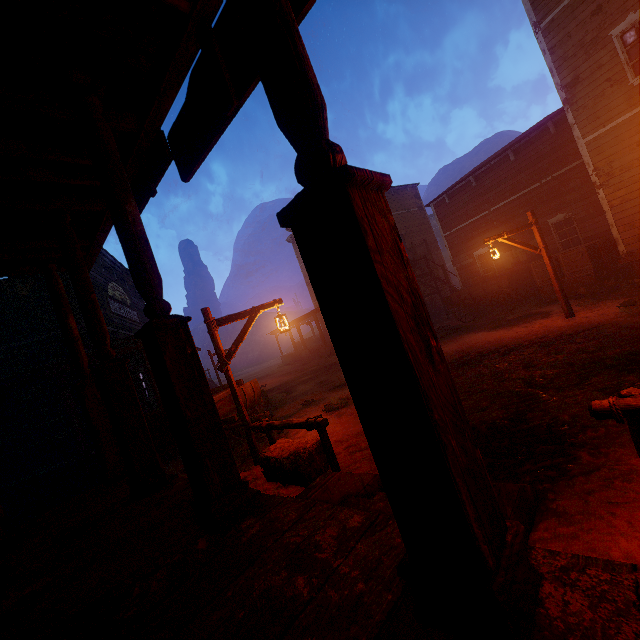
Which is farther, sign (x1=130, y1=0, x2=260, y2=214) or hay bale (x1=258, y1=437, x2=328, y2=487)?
hay bale (x1=258, y1=437, x2=328, y2=487)

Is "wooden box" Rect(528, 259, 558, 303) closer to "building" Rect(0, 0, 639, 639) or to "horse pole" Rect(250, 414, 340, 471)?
"building" Rect(0, 0, 639, 639)

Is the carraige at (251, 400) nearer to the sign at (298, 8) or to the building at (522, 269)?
the building at (522, 269)

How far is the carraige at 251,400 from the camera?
7.3 meters

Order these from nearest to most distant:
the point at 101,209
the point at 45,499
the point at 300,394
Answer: the point at 101,209 < the point at 45,499 < the point at 300,394

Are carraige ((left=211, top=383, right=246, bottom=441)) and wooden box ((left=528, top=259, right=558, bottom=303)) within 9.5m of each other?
no

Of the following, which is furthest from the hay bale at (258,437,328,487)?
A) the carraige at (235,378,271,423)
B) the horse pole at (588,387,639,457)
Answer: the horse pole at (588,387,639,457)

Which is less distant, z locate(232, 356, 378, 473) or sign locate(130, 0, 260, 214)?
sign locate(130, 0, 260, 214)
